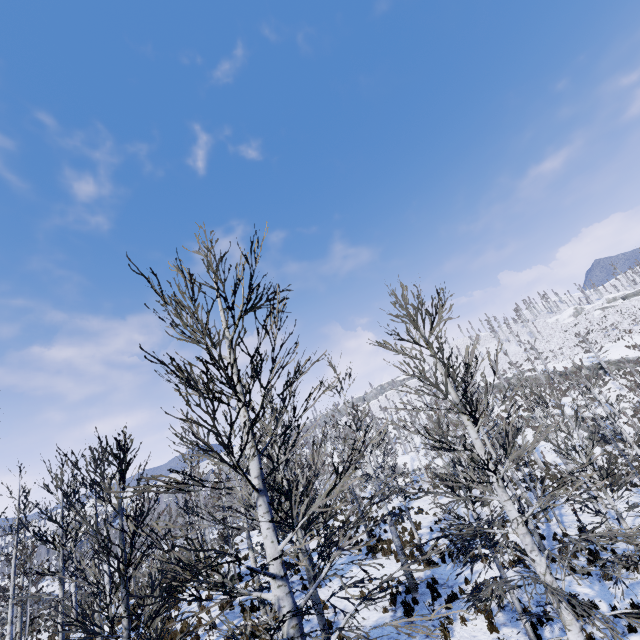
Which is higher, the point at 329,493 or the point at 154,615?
the point at 329,493

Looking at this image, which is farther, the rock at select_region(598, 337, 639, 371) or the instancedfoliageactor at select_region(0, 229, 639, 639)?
the rock at select_region(598, 337, 639, 371)

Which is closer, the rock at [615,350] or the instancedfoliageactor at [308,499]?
the instancedfoliageactor at [308,499]

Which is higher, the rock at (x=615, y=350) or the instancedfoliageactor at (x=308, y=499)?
the rock at (x=615, y=350)

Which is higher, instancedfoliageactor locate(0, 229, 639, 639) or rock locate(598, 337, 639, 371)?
rock locate(598, 337, 639, 371)
